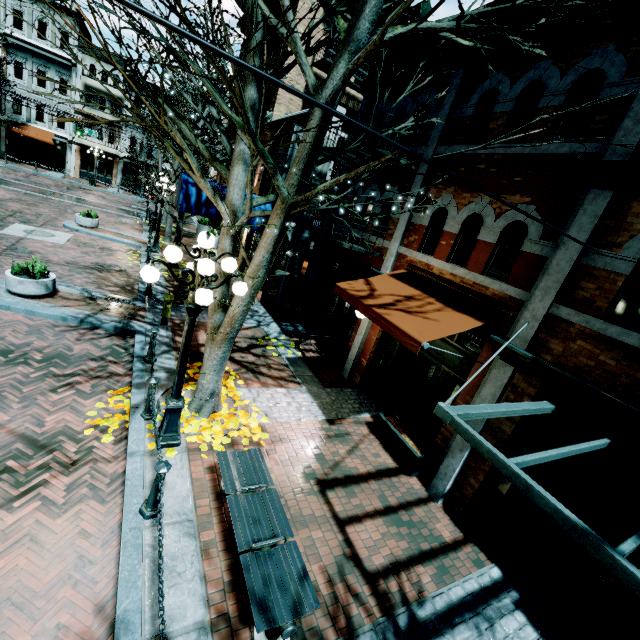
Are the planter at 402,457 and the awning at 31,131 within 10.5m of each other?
no

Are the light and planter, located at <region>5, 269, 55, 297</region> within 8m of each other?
yes

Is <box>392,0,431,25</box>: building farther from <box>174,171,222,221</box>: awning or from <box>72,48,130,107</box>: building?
<box>72,48,130,107</box>: building

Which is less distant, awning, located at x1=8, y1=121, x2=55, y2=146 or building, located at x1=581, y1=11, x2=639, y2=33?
building, located at x1=581, y1=11, x2=639, y2=33

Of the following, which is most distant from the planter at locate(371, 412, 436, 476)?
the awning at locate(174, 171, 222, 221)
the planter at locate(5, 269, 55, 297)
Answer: the planter at locate(5, 269, 55, 297)

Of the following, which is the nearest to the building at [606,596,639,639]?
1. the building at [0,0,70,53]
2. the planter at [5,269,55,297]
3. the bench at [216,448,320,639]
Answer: the bench at [216,448,320,639]

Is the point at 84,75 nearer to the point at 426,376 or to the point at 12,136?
the point at 12,136

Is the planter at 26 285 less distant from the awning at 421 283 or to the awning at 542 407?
the awning at 421 283
